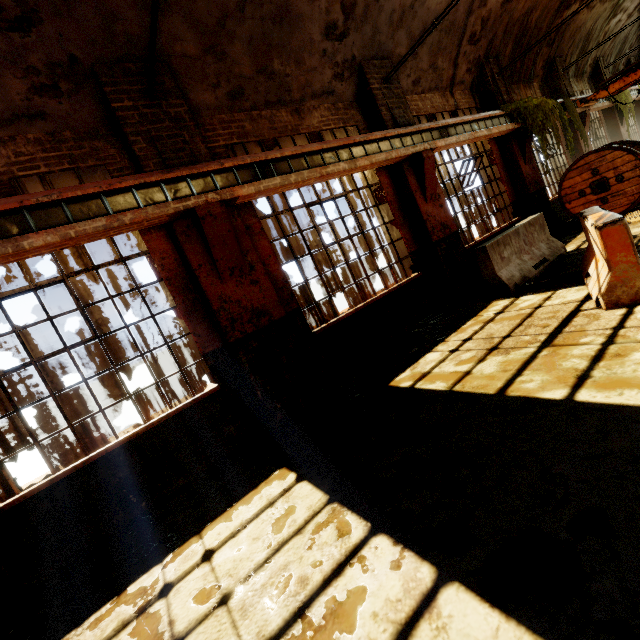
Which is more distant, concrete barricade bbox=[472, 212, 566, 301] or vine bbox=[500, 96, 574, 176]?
A: vine bbox=[500, 96, 574, 176]

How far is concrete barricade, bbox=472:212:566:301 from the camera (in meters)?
6.17

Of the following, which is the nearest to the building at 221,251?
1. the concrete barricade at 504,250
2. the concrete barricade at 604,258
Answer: the concrete barricade at 504,250

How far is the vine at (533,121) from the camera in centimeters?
905cm

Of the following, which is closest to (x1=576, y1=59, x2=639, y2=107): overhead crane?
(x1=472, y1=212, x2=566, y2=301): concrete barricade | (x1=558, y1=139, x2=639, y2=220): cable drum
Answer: (x1=558, y1=139, x2=639, y2=220): cable drum

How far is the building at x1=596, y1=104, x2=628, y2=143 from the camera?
14.5 meters

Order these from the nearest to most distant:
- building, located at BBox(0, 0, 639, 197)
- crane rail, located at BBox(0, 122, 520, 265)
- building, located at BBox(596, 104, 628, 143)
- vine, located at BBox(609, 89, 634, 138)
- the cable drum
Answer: crane rail, located at BBox(0, 122, 520, 265) → building, located at BBox(0, 0, 639, 197) → the cable drum → vine, located at BBox(609, 89, 634, 138) → building, located at BBox(596, 104, 628, 143)

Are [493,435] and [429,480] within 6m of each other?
yes
